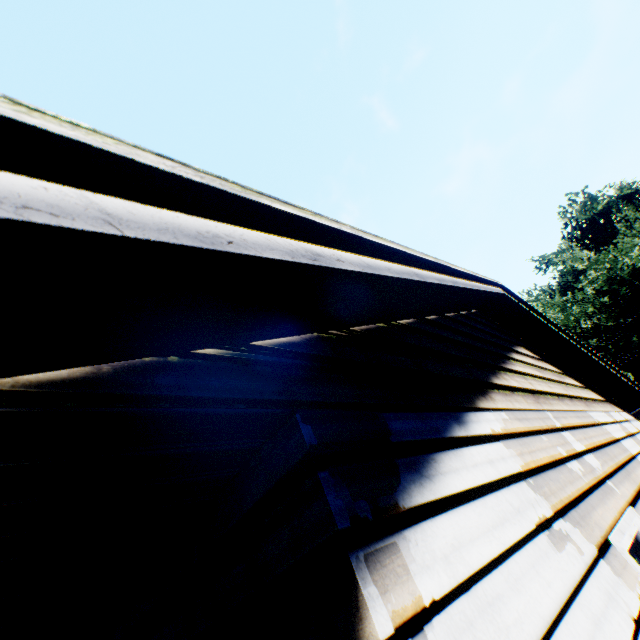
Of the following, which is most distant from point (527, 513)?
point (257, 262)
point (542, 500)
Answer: point (257, 262)
